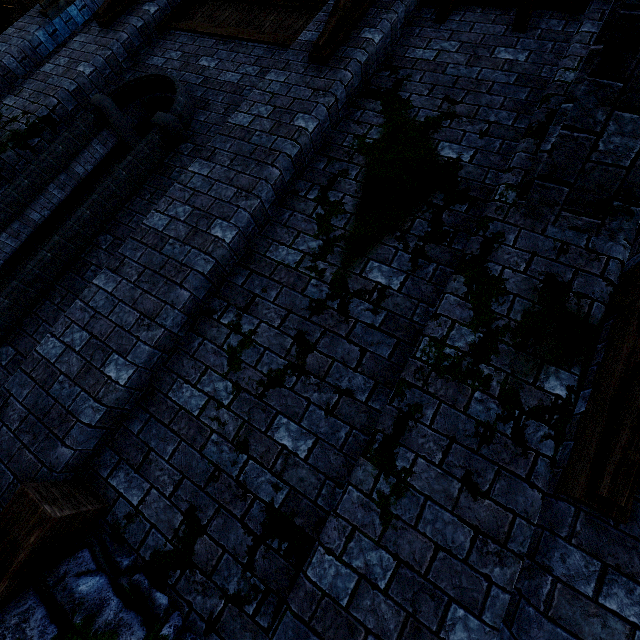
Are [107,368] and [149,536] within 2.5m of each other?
yes

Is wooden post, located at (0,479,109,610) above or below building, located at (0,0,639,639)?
below

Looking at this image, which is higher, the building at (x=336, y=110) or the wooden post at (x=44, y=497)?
the building at (x=336, y=110)
